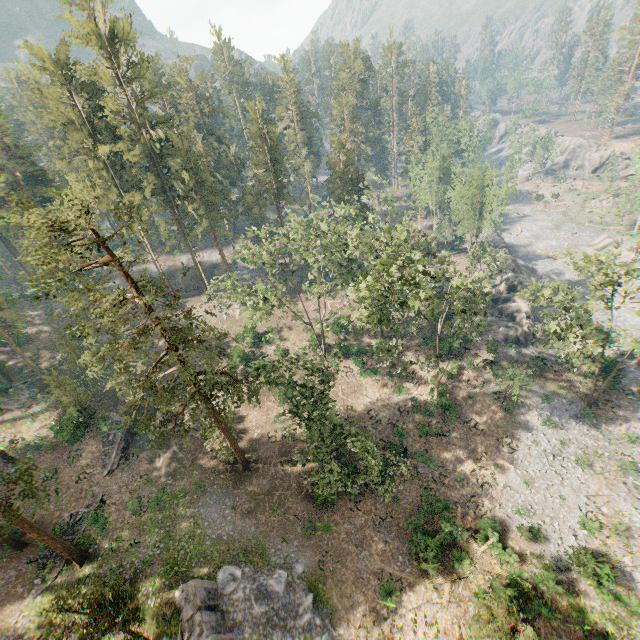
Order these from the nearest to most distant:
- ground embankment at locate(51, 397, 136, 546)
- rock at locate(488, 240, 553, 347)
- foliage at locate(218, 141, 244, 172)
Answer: ground embankment at locate(51, 397, 136, 546), rock at locate(488, 240, 553, 347), foliage at locate(218, 141, 244, 172)

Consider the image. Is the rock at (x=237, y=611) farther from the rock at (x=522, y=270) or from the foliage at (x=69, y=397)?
the rock at (x=522, y=270)

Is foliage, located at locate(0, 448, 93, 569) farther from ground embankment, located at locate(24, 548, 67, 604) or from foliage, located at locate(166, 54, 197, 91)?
foliage, located at locate(166, 54, 197, 91)

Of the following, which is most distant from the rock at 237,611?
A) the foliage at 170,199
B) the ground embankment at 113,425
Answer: the ground embankment at 113,425

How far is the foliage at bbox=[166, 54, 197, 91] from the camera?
57.47m

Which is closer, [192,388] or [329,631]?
[192,388]

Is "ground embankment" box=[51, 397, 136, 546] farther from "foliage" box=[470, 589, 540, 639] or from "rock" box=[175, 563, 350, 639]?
"rock" box=[175, 563, 350, 639]

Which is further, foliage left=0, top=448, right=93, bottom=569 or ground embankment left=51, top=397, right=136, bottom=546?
ground embankment left=51, top=397, right=136, bottom=546
